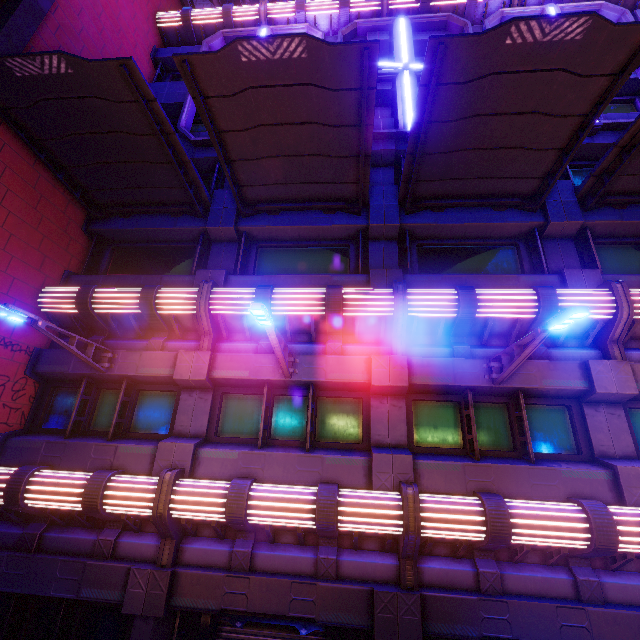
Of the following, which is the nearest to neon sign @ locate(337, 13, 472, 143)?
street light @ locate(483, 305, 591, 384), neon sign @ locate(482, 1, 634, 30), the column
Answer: neon sign @ locate(482, 1, 634, 30)

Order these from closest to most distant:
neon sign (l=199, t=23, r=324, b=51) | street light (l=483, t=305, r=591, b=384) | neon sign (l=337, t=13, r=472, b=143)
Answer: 1. street light (l=483, t=305, r=591, b=384)
2. neon sign (l=337, t=13, r=472, b=143)
3. neon sign (l=199, t=23, r=324, b=51)

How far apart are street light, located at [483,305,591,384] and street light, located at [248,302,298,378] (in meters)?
4.51

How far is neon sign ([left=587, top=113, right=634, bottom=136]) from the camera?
9.66m

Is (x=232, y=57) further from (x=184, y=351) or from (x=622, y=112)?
(x=622, y=112)

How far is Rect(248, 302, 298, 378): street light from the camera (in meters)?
5.29

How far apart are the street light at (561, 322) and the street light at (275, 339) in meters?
4.5 m

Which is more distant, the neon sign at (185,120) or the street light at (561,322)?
the neon sign at (185,120)
